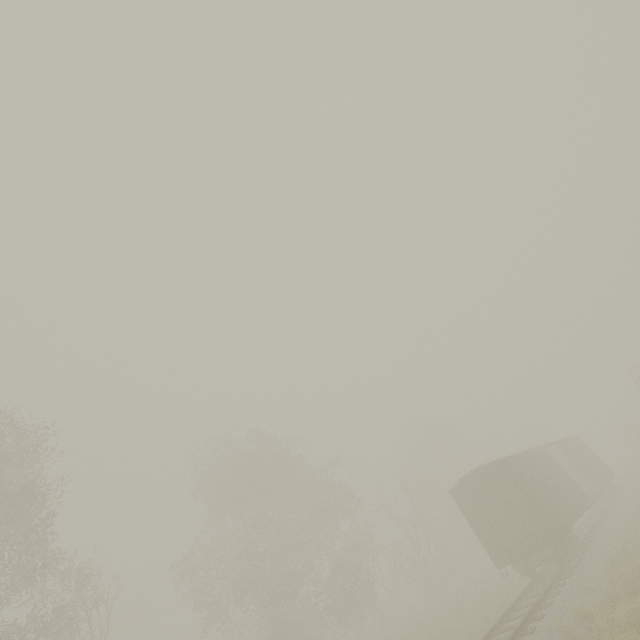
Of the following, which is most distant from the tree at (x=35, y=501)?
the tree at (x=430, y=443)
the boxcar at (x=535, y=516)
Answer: the boxcar at (x=535, y=516)

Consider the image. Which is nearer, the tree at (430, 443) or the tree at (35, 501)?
the tree at (35, 501)

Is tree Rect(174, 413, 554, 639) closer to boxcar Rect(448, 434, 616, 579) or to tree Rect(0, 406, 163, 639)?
tree Rect(0, 406, 163, 639)

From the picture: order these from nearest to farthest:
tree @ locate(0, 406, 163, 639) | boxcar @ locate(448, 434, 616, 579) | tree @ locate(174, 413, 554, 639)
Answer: tree @ locate(0, 406, 163, 639) < boxcar @ locate(448, 434, 616, 579) < tree @ locate(174, 413, 554, 639)

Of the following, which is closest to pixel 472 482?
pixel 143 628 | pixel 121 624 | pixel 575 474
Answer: pixel 575 474

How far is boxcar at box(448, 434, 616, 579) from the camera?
14.5m

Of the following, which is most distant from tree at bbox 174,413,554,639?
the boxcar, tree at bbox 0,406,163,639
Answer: the boxcar
